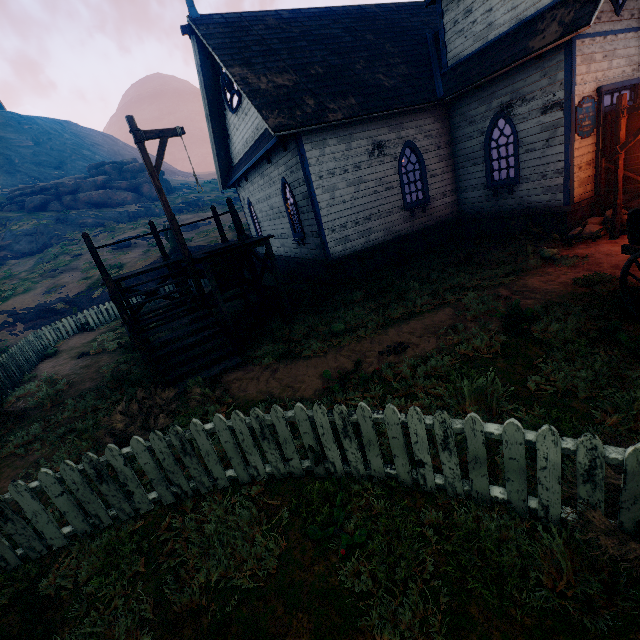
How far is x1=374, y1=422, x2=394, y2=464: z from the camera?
3.6m

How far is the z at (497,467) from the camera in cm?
312

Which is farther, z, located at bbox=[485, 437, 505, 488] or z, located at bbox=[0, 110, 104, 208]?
z, located at bbox=[0, 110, 104, 208]

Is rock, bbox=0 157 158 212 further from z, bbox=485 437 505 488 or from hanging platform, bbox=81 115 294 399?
hanging platform, bbox=81 115 294 399

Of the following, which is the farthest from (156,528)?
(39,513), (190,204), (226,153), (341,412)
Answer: (190,204)

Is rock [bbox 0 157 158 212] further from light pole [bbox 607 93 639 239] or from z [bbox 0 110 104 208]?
light pole [bbox 607 93 639 239]

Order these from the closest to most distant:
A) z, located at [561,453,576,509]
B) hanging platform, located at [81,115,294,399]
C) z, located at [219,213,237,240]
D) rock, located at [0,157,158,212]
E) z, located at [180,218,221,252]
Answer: z, located at [561,453,576,509] → hanging platform, located at [81,115,294,399] → z, located at [180,218,221,252] → z, located at [219,213,237,240] → rock, located at [0,157,158,212]

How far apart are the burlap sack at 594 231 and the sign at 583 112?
2.0m
